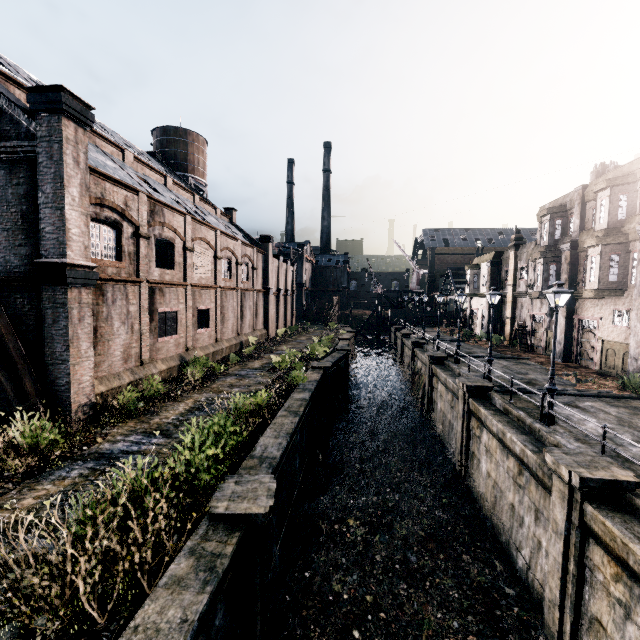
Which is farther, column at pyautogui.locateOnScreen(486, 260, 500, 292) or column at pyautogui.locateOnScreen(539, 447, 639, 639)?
column at pyautogui.locateOnScreen(486, 260, 500, 292)

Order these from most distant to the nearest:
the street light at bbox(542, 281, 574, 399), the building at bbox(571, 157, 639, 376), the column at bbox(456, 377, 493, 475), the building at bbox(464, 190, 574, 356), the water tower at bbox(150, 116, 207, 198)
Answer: the water tower at bbox(150, 116, 207, 198), the building at bbox(464, 190, 574, 356), the building at bbox(571, 157, 639, 376), the column at bbox(456, 377, 493, 475), the street light at bbox(542, 281, 574, 399)

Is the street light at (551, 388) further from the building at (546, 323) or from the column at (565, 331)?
the building at (546, 323)

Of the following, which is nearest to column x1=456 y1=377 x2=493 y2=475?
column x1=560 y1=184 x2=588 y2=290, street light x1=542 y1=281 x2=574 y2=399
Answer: street light x1=542 y1=281 x2=574 y2=399

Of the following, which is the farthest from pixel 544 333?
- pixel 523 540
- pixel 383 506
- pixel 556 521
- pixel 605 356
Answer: pixel 556 521

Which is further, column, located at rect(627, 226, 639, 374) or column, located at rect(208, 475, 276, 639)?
column, located at rect(627, 226, 639, 374)

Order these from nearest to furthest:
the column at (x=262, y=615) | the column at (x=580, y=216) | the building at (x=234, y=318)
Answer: → the column at (x=262, y=615) < the building at (x=234, y=318) < the column at (x=580, y=216)

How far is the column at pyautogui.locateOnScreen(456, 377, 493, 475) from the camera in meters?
17.4
